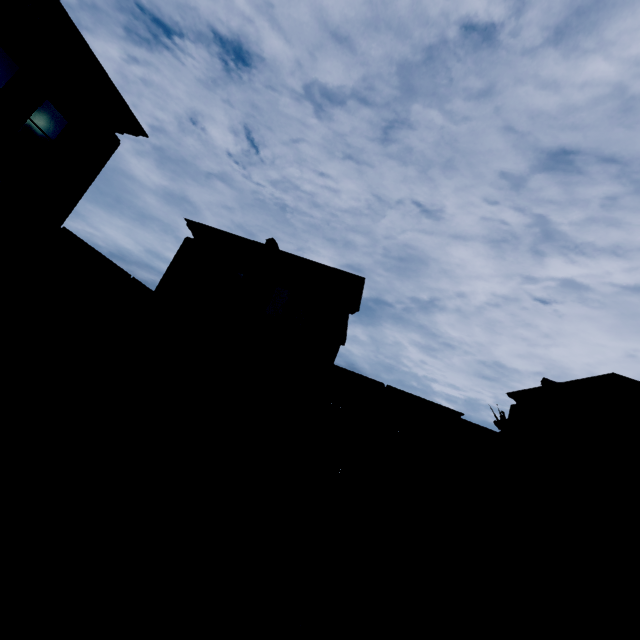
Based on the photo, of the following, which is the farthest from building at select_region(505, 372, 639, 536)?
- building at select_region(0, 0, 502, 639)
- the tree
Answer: building at select_region(0, 0, 502, 639)

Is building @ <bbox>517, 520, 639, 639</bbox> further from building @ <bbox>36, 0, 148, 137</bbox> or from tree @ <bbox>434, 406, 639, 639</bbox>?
building @ <bbox>36, 0, 148, 137</bbox>

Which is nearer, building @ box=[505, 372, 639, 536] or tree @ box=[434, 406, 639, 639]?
tree @ box=[434, 406, 639, 639]

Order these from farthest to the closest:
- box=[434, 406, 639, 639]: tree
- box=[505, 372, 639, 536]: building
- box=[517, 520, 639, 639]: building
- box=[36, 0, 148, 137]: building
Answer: box=[505, 372, 639, 536]: building → box=[517, 520, 639, 639]: building → box=[434, 406, 639, 639]: tree → box=[36, 0, 148, 137]: building

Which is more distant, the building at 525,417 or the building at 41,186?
the building at 525,417

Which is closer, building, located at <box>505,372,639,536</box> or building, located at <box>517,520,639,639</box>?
building, located at <box>517,520,639,639</box>

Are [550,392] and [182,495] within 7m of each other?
no

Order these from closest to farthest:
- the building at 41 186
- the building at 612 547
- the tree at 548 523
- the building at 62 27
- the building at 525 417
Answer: the building at 62 27
the tree at 548 523
the building at 41 186
the building at 612 547
the building at 525 417
